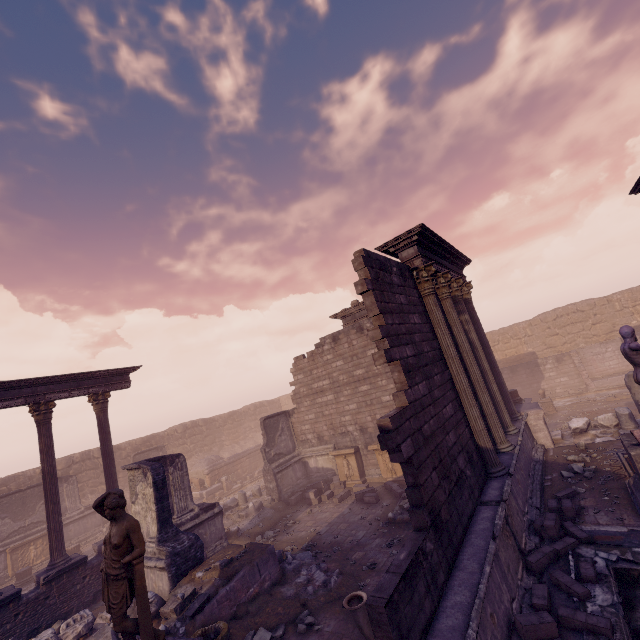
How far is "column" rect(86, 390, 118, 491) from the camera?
12.7m

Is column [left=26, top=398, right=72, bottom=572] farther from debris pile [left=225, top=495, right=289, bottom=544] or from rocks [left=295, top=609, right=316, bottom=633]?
rocks [left=295, top=609, right=316, bottom=633]

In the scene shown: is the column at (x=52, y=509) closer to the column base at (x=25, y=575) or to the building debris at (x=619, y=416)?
the column base at (x=25, y=575)

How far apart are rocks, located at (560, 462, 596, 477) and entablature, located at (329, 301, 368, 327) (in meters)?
6.51

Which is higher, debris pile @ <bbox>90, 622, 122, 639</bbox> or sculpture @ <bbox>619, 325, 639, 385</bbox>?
sculpture @ <bbox>619, 325, 639, 385</bbox>

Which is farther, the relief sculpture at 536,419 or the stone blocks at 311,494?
the stone blocks at 311,494

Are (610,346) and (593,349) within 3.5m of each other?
yes

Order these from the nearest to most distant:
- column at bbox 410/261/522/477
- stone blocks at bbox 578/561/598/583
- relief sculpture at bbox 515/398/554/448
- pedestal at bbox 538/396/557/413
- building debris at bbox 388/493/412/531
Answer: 1. stone blocks at bbox 578/561/598/583
2. column at bbox 410/261/522/477
3. building debris at bbox 388/493/412/531
4. relief sculpture at bbox 515/398/554/448
5. pedestal at bbox 538/396/557/413
